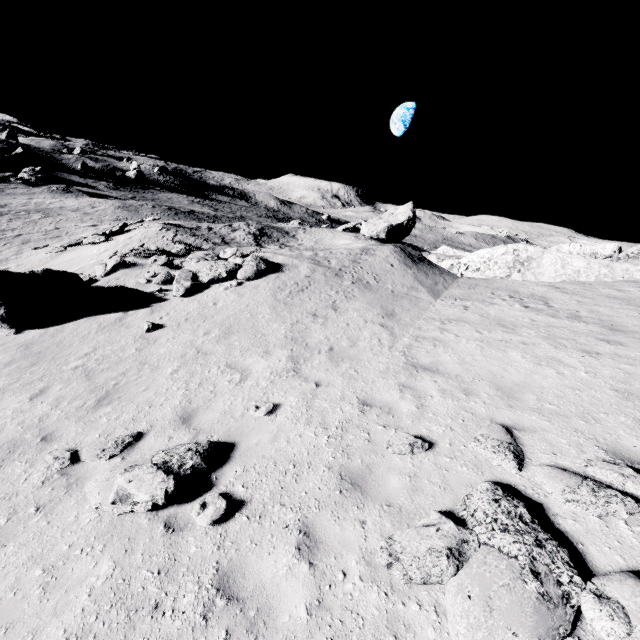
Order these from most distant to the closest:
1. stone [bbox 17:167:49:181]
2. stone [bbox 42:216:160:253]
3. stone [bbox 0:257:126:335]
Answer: stone [bbox 17:167:49:181] → stone [bbox 42:216:160:253] → stone [bbox 0:257:126:335]

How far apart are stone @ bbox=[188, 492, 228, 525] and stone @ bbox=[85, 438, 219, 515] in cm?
41

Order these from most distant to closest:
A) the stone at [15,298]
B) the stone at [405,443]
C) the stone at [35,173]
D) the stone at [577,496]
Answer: the stone at [35,173]
the stone at [15,298]
the stone at [405,443]
the stone at [577,496]

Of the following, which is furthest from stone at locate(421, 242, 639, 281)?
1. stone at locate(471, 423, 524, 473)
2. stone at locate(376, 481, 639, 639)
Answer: stone at locate(376, 481, 639, 639)

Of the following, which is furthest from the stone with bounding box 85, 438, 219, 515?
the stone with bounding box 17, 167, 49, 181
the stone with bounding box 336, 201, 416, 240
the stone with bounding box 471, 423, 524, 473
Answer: the stone with bounding box 17, 167, 49, 181

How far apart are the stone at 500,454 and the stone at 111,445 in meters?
6.5 m

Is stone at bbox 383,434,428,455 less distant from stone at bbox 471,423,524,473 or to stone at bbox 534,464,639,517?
stone at bbox 471,423,524,473

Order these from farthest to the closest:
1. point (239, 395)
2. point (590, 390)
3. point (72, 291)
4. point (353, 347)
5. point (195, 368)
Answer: point (72, 291), point (353, 347), point (195, 368), point (239, 395), point (590, 390)
